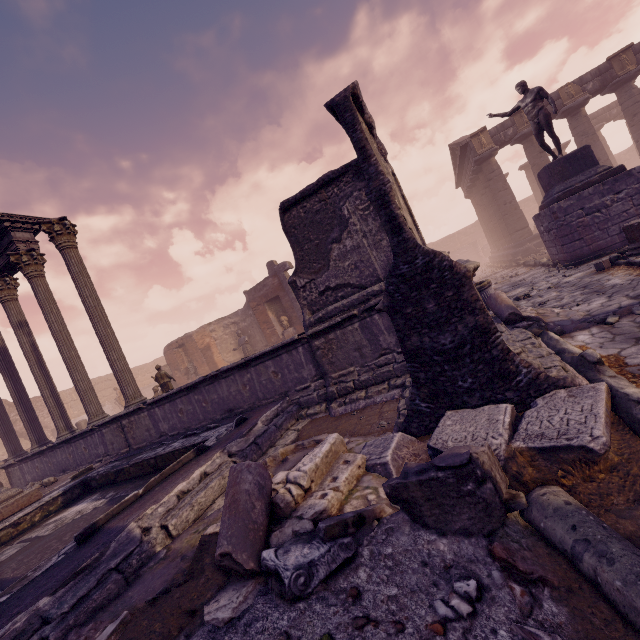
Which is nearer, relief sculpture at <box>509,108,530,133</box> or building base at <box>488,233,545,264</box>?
relief sculpture at <box>509,108,530,133</box>

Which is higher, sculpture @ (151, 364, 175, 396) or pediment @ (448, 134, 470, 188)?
pediment @ (448, 134, 470, 188)

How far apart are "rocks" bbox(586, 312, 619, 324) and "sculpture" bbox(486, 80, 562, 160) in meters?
8.3 m

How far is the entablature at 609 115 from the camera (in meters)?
23.58

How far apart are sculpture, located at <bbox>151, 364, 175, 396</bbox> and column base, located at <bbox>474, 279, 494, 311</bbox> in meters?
9.7

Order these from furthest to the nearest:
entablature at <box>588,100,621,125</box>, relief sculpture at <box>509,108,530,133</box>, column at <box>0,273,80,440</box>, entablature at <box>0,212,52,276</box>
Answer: entablature at <box>588,100,621,125</box>, relief sculpture at <box>509,108,530,133</box>, column at <box>0,273,80,440</box>, entablature at <box>0,212,52,276</box>

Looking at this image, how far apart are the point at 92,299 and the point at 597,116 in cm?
3440

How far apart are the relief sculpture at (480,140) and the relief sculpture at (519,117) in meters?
1.1 m
